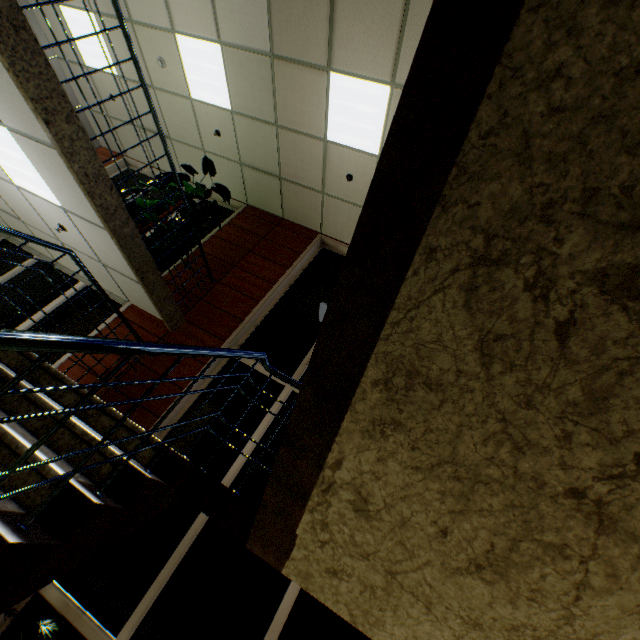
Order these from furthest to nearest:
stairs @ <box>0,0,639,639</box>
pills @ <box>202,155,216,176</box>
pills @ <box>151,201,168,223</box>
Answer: pills @ <box>202,155,216,176</box>, pills @ <box>151,201,168,223</box>, stairs @ <box>0,0,639,639</box>

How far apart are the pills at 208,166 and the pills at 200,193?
0.2m

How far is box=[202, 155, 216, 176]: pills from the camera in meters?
6.3

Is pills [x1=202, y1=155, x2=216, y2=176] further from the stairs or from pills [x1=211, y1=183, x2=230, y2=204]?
the stairs

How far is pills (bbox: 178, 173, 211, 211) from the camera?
5.5 meters

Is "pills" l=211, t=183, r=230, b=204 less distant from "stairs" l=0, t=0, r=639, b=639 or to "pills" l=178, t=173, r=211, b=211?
"pills" l=178, t=173, r=211, b=211

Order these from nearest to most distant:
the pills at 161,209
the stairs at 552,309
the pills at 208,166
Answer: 1. the stairs at 552,309
2. the pills at 161,209
3. the pills at 208,166

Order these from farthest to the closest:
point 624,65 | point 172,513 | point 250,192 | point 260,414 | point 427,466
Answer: point 250,192
point 260,414
point 172,513
point 427,466
point 624,65
